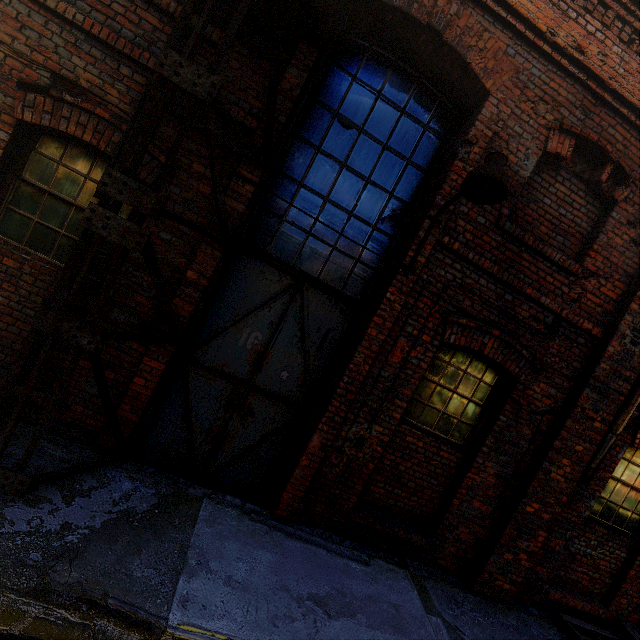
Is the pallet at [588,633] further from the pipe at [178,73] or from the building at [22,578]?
the pipe at [178,73]

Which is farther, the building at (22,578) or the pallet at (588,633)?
the pallet at (588,633)

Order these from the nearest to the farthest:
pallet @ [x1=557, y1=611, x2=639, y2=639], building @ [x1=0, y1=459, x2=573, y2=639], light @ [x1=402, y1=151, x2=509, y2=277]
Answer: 1. building @ [x1=0, y1=459, x2=573, y2=639]
2. light @ [x1=402, y1=151, x2=509, y2=277]
3. pallet @ [x1=557, y1=611, x2=639, y2=639]

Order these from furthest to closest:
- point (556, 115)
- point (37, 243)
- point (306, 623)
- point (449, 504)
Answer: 1. point (449, 504)
2. point (556, 115)
3. point (37, 243)
4. point (306, 623)

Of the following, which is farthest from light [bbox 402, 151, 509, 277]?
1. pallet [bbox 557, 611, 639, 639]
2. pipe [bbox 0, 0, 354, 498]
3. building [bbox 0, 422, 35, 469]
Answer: pallet [bbox 557, 611, 639, 639]

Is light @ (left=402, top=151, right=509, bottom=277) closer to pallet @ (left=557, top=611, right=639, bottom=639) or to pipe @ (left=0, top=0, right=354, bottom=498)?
pipe @ (left=0, top=0, right=354, bottom=498)

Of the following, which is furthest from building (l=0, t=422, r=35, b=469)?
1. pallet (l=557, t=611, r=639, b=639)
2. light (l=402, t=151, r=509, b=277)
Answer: light (l=402, t=151, r=509, b=277)

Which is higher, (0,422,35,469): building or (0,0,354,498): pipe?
(0,0,354,498): pipe
